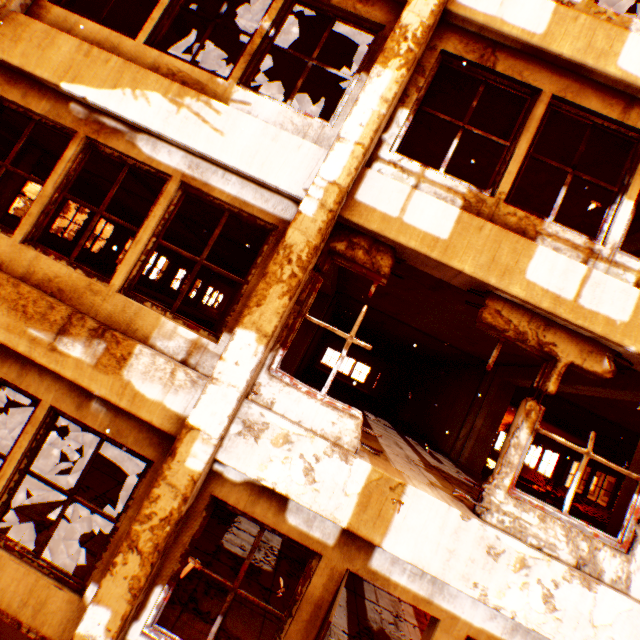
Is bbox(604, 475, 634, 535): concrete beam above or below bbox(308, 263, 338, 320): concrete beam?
below

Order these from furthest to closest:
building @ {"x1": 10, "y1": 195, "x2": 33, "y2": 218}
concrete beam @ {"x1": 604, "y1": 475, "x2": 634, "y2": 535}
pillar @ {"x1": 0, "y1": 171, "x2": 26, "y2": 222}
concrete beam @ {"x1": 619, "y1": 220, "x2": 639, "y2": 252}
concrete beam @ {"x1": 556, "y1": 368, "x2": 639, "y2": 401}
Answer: building @ {"x1": 10, "y1": 195, "x2": 33, "y2": 218}
pillar @ {"x1": 0, "y1": 171, "x2": 26, "y2": 222}
concrete beam @ {"x1": 619, "y1": 220, "x2": 639, "y2": 252}
concrete beam @ {"x1": 556, "y1": 368, "x2": 639, "y2": 401}
concrete beam @ {"x1": 604, "y1": 475, "x2": 634, "y2": 535}

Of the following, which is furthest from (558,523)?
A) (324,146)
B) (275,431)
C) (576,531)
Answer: (324,146)

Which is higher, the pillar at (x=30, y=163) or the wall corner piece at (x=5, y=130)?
the wall corner piece at (x=5, y=130)

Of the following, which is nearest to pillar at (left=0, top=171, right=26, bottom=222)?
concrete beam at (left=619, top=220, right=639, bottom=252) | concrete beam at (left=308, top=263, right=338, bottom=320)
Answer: concrete beam at (left=308, top=263, right=338, bottom=320)

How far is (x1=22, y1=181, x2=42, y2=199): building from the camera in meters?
39.7

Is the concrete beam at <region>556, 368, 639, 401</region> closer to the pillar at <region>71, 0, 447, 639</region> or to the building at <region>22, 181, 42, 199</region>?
the pillar at <region>71, 0, 447, 639</region>

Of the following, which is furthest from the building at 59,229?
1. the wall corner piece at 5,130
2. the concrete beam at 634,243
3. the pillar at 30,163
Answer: the concrete beam at 634,243
